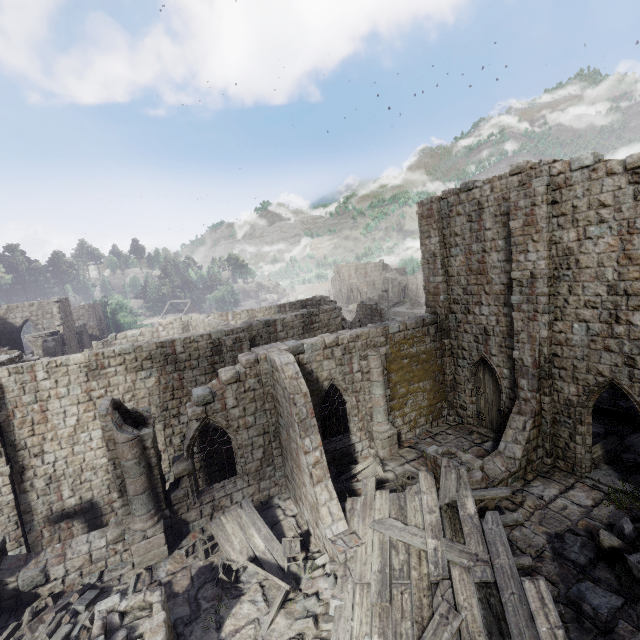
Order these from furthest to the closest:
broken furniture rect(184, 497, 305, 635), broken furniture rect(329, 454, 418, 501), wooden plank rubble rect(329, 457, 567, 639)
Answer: broken furniture rect(329, 454, 418, 501) < broken furniture rect(184, 497, 305, 635) < wooden plank rubble rect(329, 457, 567, 639)

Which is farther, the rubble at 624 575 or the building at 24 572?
the building at 24 572

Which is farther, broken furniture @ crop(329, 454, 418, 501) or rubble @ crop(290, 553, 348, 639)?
broken furniture @ crop(329, 454, 418, 501)

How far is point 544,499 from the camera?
11.4 meters

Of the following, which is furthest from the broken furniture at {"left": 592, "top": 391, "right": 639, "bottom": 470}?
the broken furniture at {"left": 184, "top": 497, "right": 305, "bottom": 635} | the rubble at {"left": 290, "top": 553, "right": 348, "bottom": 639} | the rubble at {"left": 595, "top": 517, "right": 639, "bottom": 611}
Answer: the broken furniture at {"left": 184, "top": 497, "right": 305, "bottom": 635}

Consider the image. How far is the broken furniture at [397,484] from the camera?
12.3 meters

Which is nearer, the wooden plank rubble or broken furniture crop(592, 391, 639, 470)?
the wooden plank rubble

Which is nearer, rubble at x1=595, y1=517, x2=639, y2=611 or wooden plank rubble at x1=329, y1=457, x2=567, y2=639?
wooden plank rubble at x1=329, y1=457, x2=567, y2=639
